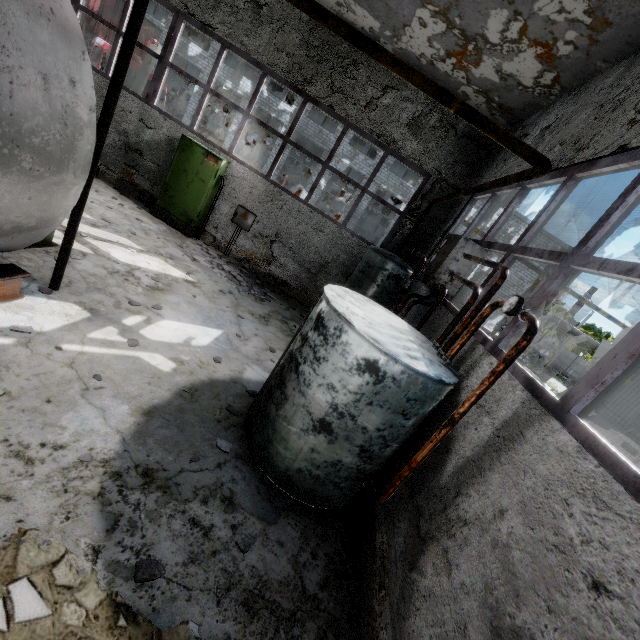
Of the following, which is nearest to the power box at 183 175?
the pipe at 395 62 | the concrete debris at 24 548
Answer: the concrete debris at 24 548

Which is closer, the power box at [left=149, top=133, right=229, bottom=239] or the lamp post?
the power box at [left=149, top=133, right=229, bottom=239]

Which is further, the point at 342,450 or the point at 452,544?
the point at 342,450

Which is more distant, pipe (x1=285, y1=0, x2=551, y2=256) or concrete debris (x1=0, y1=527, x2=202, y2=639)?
pipe (x1=285, y1=0, x2=551, y2=256)

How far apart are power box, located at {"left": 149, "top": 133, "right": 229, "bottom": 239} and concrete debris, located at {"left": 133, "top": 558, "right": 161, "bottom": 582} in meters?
8.8

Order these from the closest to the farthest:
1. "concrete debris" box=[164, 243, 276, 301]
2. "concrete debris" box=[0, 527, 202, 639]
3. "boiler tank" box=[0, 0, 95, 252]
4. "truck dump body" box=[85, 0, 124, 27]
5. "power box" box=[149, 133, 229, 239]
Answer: "concrete debris" box=[0, 527, 202, 639]
"boiler tank" box=[0, 0, 95, 252]
"concrete debris" box=[164, 243, 276, 301]
"power box" box=[149, 133, 229, 239]
"truck dump body" box=[85, 0, 124, 27]

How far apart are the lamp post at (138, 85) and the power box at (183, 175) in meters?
8.0

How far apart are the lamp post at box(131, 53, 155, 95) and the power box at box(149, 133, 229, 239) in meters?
8.0 m
